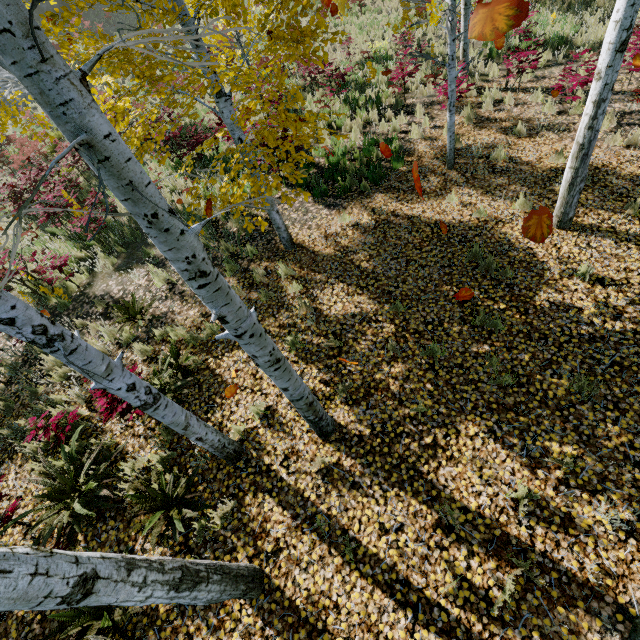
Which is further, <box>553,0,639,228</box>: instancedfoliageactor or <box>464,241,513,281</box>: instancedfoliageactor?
<box>464,241,513,281</box>: instancedfoliageactor

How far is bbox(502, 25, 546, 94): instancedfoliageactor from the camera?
8.1 meters

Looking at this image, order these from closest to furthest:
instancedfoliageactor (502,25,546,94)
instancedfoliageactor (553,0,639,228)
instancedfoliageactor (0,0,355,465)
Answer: instancedfoliageactor (0,0,355,465)
instancedfoliageactor (553,0,639,228)
instancedfoliageactor (502,25,546,94)

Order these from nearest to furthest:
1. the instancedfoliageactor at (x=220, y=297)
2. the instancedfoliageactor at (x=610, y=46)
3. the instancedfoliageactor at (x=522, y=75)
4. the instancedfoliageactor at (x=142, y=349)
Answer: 1. the instancedfoliageactor at (x=220, y=297)
2. the instancedfoliageactor at (x=610, y=46)
3. the instancedfoliageactor at (x=142, y=349)
4. the instancedfoliageactor at (x=522, y=75)

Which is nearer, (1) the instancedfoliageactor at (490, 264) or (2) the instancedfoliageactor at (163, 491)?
(2) the instancedfoliageactor at (163, 491)

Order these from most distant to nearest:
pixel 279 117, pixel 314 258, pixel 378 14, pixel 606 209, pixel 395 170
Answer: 1. pixel 378 14
2. pixel 395 170
3. pixel 314 258
4. pixel 606 209
5. pixel 279 117
